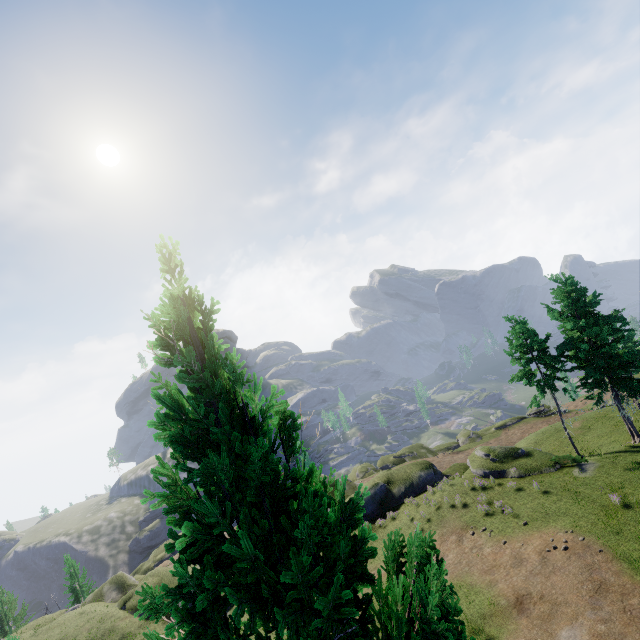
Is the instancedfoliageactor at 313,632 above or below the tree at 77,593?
above

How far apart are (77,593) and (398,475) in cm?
4788

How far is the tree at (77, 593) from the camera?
43.53m

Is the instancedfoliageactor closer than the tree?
Yes

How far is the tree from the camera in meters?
43.5 m

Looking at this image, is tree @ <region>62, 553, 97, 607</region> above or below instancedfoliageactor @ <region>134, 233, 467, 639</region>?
below
